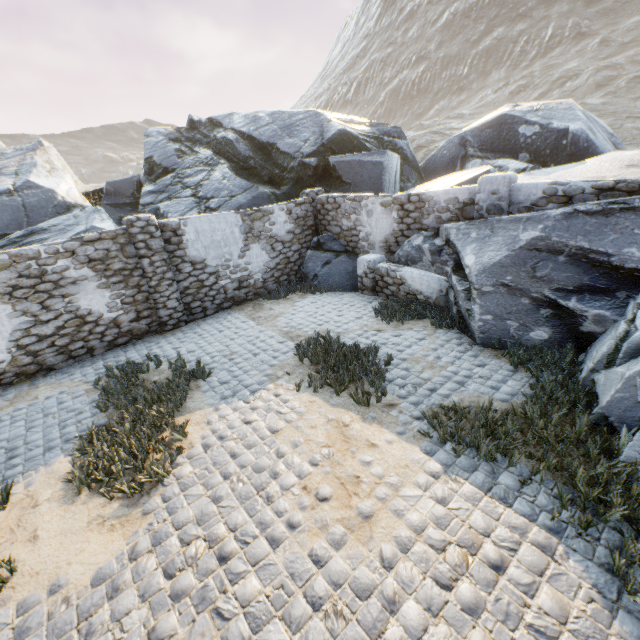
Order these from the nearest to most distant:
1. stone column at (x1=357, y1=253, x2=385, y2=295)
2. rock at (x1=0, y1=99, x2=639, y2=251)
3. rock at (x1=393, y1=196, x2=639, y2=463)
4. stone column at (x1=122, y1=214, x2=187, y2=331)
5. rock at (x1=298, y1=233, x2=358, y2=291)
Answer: rock at (x1=393, y1=196, x2=639, y2=463), stone column at (x1=122, y1=214, x2=187, y2=331), stone column at (x1=357, y1=253, x2=385, y2=295), rock at (x1=298, y1=233, x2=358, y2=291), rock at (x1=0, y1=99, x2=639, y2=251)

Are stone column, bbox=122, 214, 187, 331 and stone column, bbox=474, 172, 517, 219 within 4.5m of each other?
no

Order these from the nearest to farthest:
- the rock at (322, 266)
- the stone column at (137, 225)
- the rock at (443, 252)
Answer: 1. the rock at (443, 252)
2. the stone column at (137, 225)
3. the rock at (322, 266)

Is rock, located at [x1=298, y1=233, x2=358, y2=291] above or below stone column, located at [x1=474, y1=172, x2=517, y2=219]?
below

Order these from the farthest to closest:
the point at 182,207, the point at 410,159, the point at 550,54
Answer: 1. the point at 550,54
2. the point at 410,159
3. the point at 182,207

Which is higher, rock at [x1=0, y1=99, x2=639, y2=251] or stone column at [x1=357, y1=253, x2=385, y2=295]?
rock at [x1=0, y1=99, x2=639, y2=251]

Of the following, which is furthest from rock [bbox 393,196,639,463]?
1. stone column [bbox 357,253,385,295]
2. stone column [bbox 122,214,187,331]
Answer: stone column [bbox 122,214,187,331]

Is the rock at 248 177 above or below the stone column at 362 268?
above
